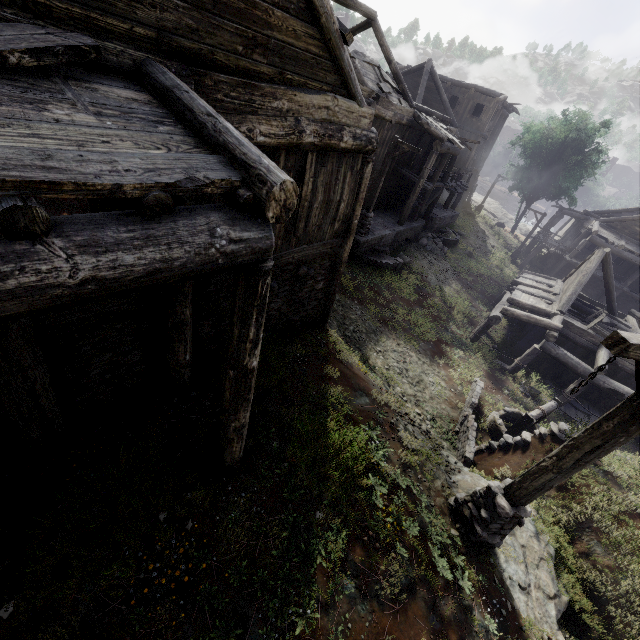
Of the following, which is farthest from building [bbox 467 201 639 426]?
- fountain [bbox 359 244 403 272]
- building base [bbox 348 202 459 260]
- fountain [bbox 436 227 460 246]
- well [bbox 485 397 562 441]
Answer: well [bbox 485 397 562 441]

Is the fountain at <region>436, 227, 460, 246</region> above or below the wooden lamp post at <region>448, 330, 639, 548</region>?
below

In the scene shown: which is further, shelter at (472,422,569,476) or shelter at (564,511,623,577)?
shelter at (472,422,569,476)

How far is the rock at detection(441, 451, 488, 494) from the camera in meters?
6.9 m

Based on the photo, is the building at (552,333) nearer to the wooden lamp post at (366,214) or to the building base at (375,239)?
the building base at (375,239)

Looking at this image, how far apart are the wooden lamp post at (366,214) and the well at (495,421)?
10.1 meters

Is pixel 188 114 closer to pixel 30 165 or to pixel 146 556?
pixel 30 165

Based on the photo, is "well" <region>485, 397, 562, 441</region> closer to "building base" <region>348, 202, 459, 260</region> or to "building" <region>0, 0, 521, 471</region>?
"building" <region>0, 0, 521, 471</region>
